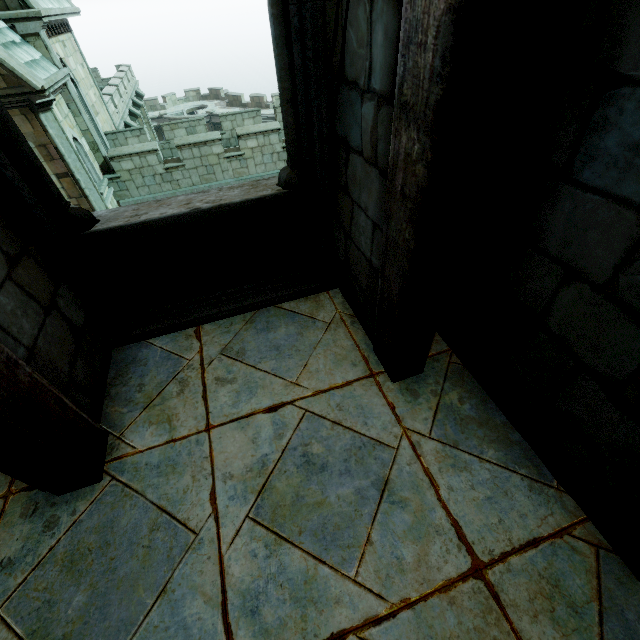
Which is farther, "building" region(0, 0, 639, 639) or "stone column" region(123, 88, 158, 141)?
"stone column" region(123, 88, 158, 141)

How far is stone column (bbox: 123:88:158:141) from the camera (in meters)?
20.19

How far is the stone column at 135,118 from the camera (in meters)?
20.19

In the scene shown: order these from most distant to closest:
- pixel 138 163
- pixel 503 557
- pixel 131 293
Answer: pixel 138 163
pixel 131 293
pixel 503 557

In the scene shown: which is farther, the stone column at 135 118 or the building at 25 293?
the stone column at 135 118

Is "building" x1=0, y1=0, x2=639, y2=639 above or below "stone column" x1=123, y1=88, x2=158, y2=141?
above
